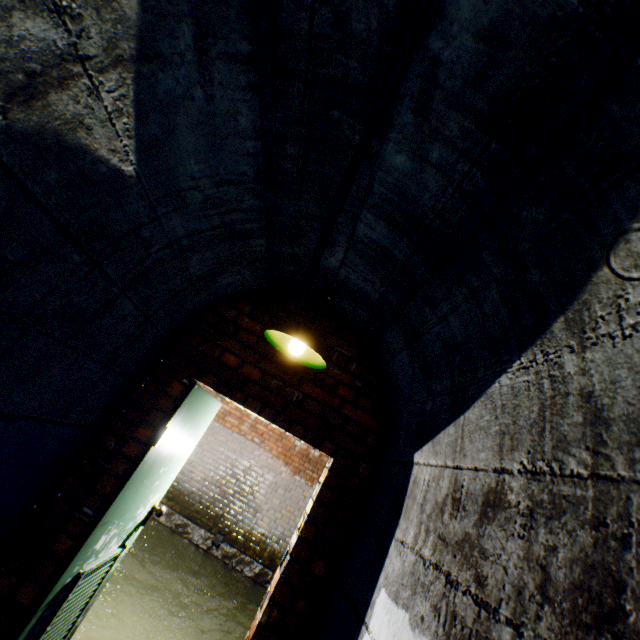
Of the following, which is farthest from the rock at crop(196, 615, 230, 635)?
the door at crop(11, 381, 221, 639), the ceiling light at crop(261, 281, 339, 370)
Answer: the ceiling light at crop(261, 281, 339, 370)

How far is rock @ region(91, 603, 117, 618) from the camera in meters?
3.7

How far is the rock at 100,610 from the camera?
3.67m

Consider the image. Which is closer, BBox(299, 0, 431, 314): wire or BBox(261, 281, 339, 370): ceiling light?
BBox(299, 0, 431, 314): wire

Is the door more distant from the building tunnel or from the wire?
the wire

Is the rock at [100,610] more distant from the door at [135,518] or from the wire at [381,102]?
the wire at [381,102]

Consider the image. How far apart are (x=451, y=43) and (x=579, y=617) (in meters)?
1.33

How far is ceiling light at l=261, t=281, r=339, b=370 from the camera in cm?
181
